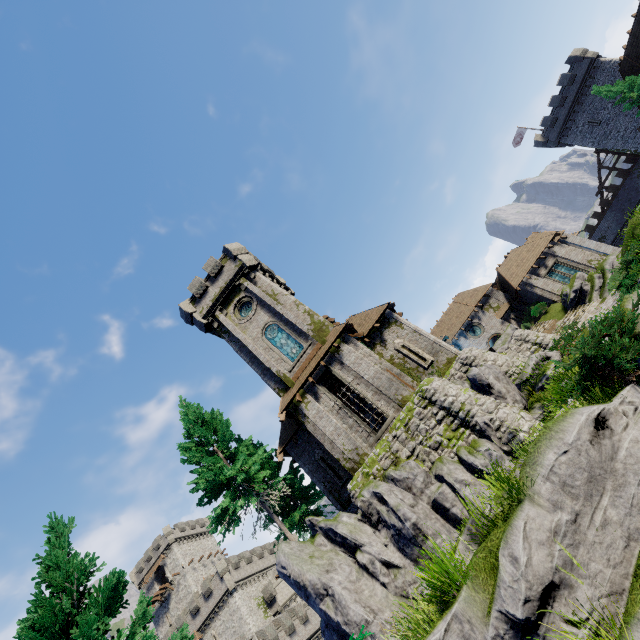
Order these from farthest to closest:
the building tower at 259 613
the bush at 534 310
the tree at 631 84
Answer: the building tower at 259 613
the bush at 534 310
the tree at 631 84

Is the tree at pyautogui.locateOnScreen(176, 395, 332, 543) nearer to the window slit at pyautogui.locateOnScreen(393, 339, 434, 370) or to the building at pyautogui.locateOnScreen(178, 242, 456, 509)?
the building at pyautogui.locateOnScreen(178, 242, 456, 509)

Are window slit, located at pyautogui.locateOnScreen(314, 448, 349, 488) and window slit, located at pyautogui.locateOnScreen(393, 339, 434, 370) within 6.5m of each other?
no

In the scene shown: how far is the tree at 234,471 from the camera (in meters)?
17.84

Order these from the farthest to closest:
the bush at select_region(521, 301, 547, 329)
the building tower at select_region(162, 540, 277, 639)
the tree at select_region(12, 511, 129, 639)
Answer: the building tower at select_region(162, 540, 277, 639) < the bush at select_region(521, 301, 547, 329) < the tree at select_region(12, 511, 129, 639)

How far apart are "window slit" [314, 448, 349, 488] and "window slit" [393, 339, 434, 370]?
8.0 meters

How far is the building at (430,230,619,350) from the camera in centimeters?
3203cm

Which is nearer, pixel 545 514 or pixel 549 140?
pixel 545 514
